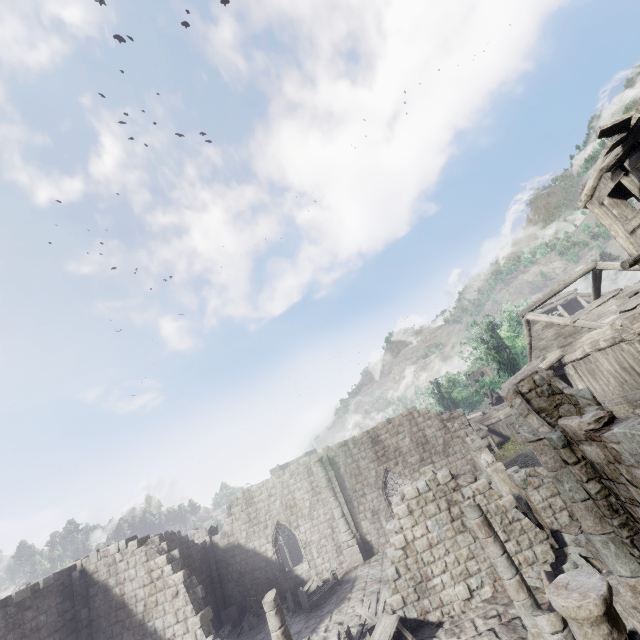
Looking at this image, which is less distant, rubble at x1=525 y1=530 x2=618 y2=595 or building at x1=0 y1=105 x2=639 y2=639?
building at x1=0 y1=105 x2=639 y2=639

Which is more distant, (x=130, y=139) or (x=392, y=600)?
(x=130, y=139)

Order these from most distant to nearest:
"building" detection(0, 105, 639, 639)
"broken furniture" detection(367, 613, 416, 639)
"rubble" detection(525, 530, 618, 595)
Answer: "broken furniture" detection(367, 613, 416, 639) < "rubble" detection(525, 530, 618, 595) < "building" detection(0, 105, 639, 639)

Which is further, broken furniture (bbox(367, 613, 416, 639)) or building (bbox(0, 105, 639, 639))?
broken furniture (bbox(367, 613, 416, 639))

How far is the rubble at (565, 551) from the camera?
8.89m

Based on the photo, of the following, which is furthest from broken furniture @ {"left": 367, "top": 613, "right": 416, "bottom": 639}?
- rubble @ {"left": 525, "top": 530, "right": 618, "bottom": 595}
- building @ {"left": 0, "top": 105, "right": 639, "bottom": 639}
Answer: rubble @ {"left": 525, "top": 530, "right": 618, "bottom": 595}

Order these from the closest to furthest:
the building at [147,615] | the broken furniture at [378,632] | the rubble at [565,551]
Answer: the building at [147,615]
the rubble at [565,551]
the broken furniture at [378,632]

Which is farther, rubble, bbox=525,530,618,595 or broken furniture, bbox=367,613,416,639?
broken furniture, bbox=367,613,416,639
